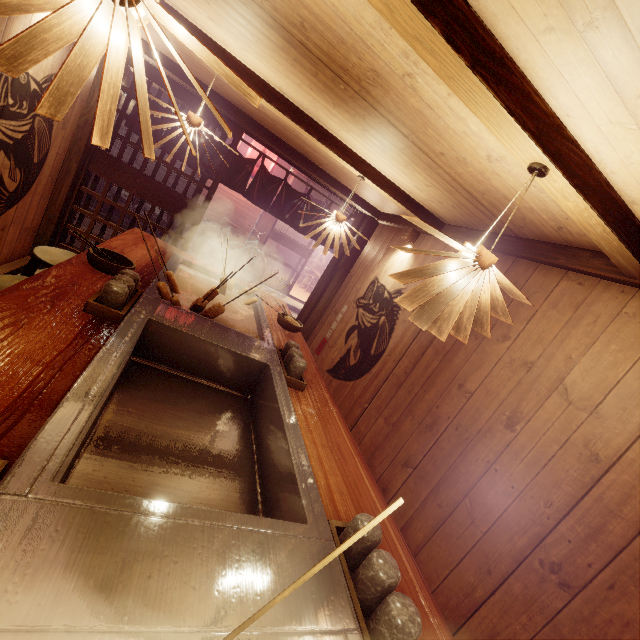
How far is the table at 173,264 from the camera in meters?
5.3 m

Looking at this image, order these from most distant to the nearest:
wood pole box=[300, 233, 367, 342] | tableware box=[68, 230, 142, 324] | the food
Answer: wood pole box=[300, 233, 367, 342] < the food < tableware box=[68, 230, 142, 324]

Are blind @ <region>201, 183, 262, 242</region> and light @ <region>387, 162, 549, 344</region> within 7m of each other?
no

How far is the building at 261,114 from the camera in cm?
615

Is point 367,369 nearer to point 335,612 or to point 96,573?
Result: point 335,612

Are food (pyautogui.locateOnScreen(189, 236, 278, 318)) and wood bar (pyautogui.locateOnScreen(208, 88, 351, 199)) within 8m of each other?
yes

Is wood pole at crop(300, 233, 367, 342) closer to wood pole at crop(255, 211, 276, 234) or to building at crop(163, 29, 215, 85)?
building at crop(163, 29, 215, 85)

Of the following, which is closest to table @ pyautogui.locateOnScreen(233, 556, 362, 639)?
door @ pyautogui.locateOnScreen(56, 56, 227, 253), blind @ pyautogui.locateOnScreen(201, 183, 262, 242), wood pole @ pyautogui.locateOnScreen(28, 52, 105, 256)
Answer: door @ pyautogui.locateOnScreen(56, 56, 227, 253)
